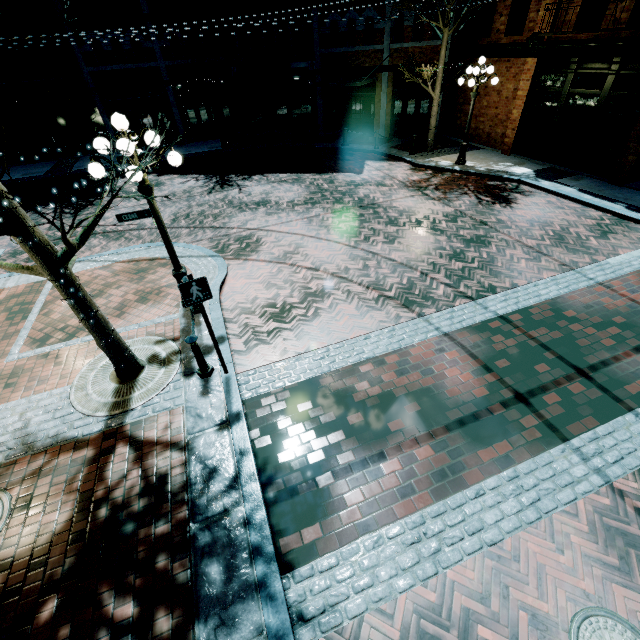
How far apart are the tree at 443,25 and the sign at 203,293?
14.74m

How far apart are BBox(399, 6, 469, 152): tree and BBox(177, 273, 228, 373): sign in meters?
14.7 m

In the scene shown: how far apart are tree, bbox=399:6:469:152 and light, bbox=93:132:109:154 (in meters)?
→ 12.89

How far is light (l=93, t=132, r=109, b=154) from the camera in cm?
509

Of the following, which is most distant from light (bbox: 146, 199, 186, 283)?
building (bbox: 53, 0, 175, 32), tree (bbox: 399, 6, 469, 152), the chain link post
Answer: tree (bbox: 399, 6, 469, 152)

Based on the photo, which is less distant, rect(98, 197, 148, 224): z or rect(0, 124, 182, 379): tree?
rect(0, 124, 182, 379): tree

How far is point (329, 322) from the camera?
6.8 meters

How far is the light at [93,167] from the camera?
5.2 meters
